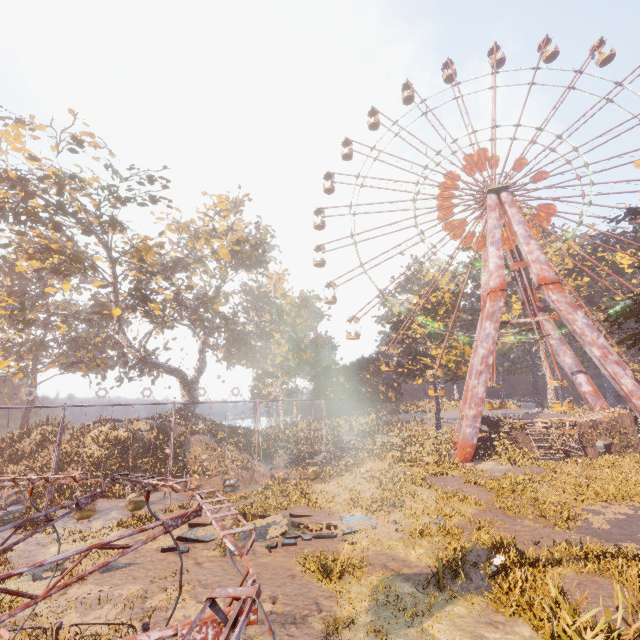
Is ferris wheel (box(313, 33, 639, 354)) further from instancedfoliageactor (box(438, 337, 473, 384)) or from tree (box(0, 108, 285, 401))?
tree (box(0, 108, 285, 401))

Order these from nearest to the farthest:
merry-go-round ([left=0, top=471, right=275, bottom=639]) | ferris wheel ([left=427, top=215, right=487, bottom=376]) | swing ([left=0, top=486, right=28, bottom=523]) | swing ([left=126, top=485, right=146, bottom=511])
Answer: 1. merry-go-round ([left=0, top=471, right=275, bottom=639])
2. swing ([left=0, top=486, right=28, bottom=523])
3. swing ([left=126, top=485, right=146, bottom=511])
4. ferris wheel ([left=427, top=215, right=487, bottom=376])

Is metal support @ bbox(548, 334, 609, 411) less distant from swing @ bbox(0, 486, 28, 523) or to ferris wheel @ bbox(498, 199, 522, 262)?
ferris wheel @ bbox(498, 199, 522, 262)

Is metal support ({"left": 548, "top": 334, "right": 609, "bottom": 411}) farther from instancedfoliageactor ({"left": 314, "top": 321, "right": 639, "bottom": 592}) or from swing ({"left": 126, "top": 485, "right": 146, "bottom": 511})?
swing ({"left": 126, "top": 485, "right": 146, "bottom": 511})

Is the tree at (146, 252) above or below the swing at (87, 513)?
above

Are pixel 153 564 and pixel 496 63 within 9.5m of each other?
no

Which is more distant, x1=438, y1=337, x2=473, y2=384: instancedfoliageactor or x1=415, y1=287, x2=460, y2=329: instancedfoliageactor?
x1=415, y1=287, x2=460, y2=329: instancedfoliageactor

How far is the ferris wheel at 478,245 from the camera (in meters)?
33.41
